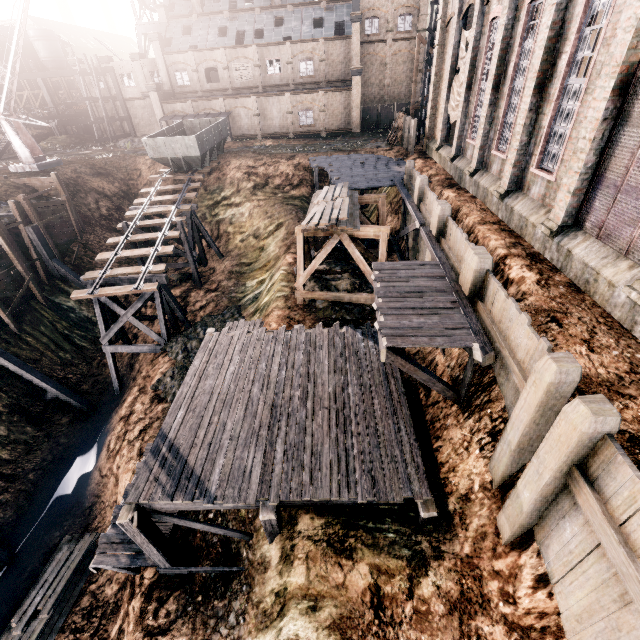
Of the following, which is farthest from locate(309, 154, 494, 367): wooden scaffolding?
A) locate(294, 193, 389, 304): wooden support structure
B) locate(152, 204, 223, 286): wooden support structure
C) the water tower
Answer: the water tower

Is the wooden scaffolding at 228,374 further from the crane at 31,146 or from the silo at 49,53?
the silo at 49,53

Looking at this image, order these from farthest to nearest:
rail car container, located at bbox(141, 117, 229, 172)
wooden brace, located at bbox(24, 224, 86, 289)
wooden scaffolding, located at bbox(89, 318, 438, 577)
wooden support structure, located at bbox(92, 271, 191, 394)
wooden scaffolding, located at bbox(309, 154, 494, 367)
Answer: rail car container, located at bbox(141, 117, 229, 172) < wooden brace, located at bbox(24, 224, 86, 289) < wooden support structure, located at bbox(92, 271, 191, 394) < wooden scaffolding, located at bbox(89, 318, 438, 577) < wooden scaffolding, located at bbox(309, 154, 494, 367)

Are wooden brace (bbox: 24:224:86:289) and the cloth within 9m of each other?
no

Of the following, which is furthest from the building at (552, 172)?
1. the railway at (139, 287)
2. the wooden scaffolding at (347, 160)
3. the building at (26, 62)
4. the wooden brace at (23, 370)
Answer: the building at (26, 62)

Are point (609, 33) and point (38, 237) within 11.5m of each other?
no

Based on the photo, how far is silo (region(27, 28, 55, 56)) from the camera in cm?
5806

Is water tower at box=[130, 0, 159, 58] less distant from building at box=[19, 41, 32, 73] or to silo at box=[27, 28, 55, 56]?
silo at box=[27, 28, 55, 56]
